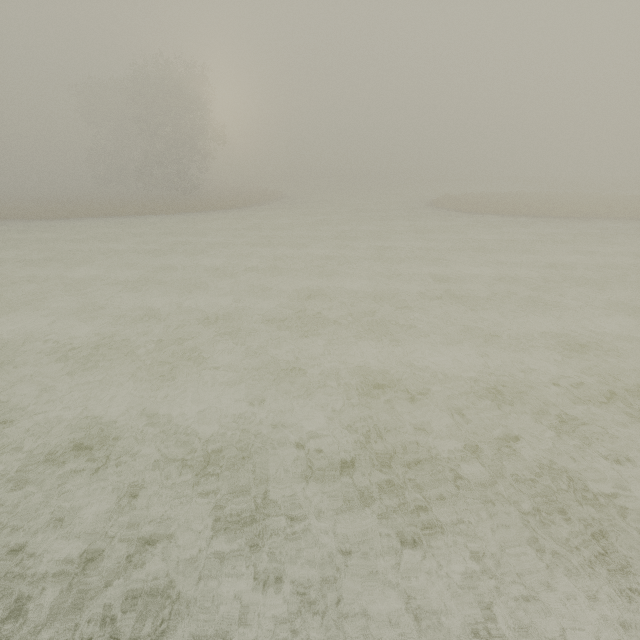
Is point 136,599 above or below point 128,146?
below
